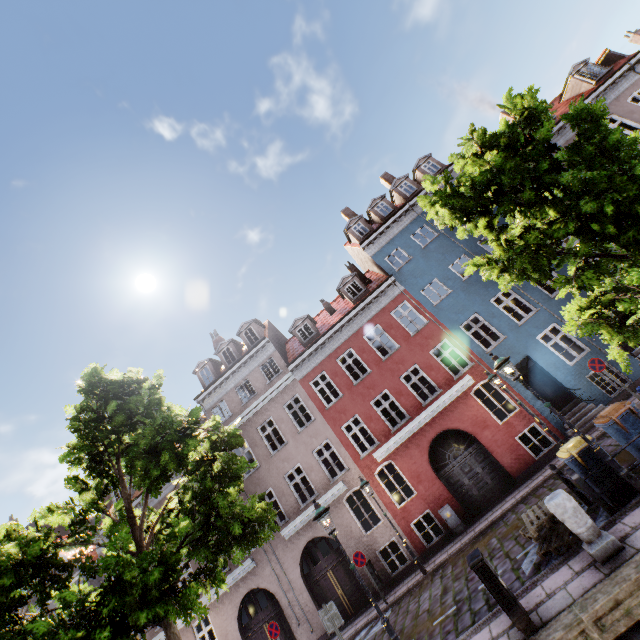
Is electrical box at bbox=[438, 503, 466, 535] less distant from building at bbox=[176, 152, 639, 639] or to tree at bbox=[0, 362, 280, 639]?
building at bbox=[176, 152, 639, 639]

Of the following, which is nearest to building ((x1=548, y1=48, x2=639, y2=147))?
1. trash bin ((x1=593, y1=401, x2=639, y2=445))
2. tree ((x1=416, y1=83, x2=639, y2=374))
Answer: tree ((x1=416, y1=83, x2=639, y2=374))

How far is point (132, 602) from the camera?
5.91m

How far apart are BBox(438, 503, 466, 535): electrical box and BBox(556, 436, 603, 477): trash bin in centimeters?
705cm

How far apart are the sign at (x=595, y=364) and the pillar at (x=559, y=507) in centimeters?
813cm

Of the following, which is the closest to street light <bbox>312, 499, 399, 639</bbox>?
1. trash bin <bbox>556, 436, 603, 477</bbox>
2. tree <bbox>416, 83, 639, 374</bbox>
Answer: tree <bbox>416, 83, 639, 374</bbox>

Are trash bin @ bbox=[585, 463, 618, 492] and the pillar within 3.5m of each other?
yes

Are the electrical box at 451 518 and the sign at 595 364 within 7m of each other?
no
